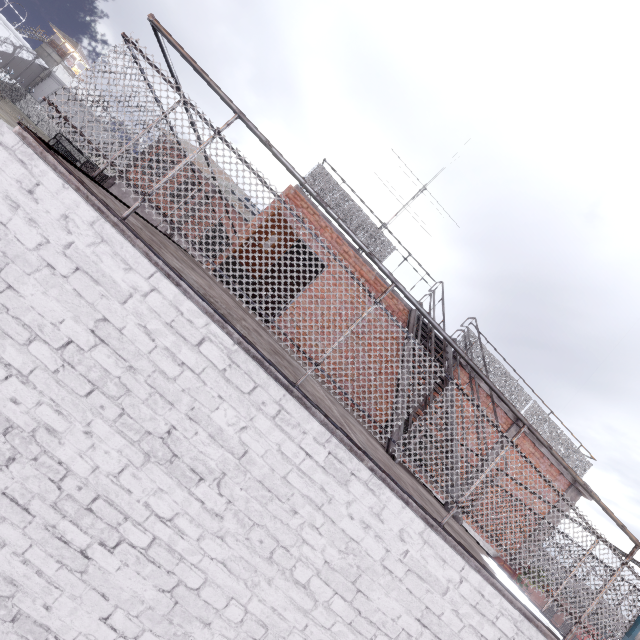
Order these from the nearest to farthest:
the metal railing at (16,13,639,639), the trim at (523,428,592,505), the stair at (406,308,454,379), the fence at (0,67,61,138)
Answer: the metal railing at (16,13,639,639)
the stair at (406,308,454,379)
the trim at (523,428,592,505)
the fence at (0,67,61,138)

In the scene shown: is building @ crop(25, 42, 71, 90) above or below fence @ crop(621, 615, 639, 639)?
above

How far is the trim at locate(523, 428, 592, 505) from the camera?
9.27m

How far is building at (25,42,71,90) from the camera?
56.5m

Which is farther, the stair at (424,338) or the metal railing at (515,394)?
the stair at (424,338)

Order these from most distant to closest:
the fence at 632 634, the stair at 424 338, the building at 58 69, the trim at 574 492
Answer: the building at 58 69 < the trim at 574 492 < the stair at 424 338 < the fence at 632 634

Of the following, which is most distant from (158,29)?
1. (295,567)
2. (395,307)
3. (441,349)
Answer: (441,349)

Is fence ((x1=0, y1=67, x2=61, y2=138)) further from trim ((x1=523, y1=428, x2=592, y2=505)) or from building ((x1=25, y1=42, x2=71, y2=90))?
building ((x1=25, y1=42, x2=71, y2=90))
